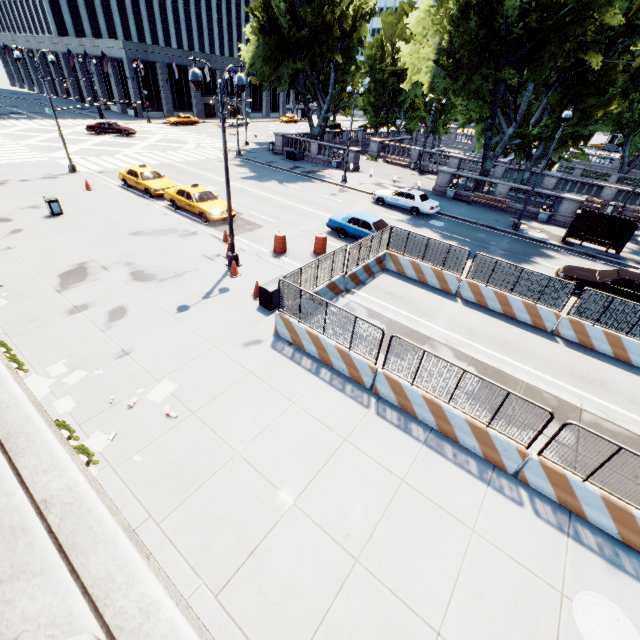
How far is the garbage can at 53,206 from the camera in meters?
17.3

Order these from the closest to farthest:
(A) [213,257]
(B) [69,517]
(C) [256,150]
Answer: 1. (B) [69,517]
2. (A) [213,257]
3. (C) [256,150]

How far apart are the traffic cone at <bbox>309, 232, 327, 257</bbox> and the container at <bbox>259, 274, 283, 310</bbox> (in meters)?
4.05

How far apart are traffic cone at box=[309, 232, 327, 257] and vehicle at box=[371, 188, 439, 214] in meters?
10.3

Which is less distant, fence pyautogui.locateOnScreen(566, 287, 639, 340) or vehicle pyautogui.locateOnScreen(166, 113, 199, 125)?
fence pyautogui.locateOnScreen(566, 287, 639, 340)

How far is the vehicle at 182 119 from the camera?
50.2m

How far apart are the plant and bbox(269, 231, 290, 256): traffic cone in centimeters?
1190cm

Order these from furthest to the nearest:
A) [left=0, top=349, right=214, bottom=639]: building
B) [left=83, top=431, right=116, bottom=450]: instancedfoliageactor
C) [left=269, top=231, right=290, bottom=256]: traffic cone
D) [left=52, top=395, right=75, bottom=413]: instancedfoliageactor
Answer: [left=269, top=231, right=290, bottom=256]: traffic cone → [left=52, top=395, right=75, bottom=413]: instancedfoliageactor → [left=83, top=431, right=116, bottom=450]: instancedfoliageactor → [left=0, top=349, right=214, bottom=639]: building
